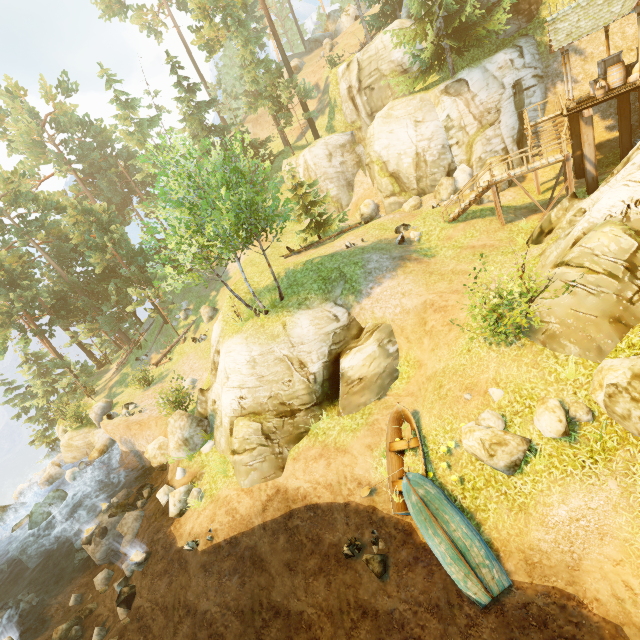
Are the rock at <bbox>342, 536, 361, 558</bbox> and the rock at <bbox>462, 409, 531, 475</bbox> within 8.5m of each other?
yes

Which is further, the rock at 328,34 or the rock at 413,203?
the rock at 328,34

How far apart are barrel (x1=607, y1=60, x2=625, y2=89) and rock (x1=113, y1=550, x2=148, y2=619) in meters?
33.5

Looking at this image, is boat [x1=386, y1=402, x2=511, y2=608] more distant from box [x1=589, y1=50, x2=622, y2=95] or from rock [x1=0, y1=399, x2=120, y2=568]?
rock [x1=0, y1=399, x2=120, y2=568]

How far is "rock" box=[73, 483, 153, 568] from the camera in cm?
1725

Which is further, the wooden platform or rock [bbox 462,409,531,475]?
the wooden platform

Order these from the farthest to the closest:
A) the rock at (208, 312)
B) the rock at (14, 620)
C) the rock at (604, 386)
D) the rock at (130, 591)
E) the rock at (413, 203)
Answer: the rock at (208, 312), the rock at (413, 203), the rock at (14, 620), the rock at (130, 591), the rock at (604, 386)

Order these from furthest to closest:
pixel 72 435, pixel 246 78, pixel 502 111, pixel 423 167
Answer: pixel 246 78
pixel 72 435
pixel 423 167
pixel 502 111
